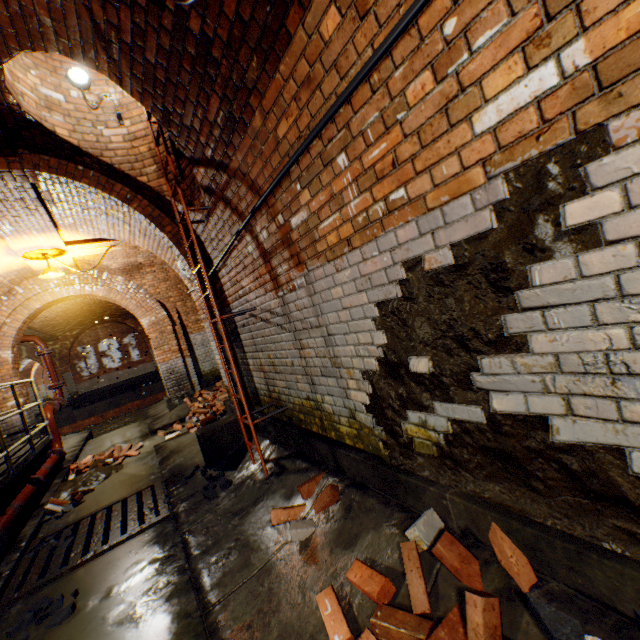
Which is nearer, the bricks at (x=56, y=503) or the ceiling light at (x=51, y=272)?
the bricks at (x=56, y=503)

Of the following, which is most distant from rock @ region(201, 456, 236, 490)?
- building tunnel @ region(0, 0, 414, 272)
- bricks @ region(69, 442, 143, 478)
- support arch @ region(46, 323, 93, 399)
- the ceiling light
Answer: support arch @ region(46, 323, 93, 399)

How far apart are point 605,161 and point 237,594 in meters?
3.2

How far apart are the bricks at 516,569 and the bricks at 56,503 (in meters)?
5.38

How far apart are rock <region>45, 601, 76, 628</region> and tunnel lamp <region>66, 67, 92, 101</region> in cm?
539

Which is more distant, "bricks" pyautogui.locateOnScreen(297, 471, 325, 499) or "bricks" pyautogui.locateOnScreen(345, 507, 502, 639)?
"bricks" pyautogui.locateOnScreen(297, 471, 325, 499)

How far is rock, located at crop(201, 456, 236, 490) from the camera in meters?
3.9 m

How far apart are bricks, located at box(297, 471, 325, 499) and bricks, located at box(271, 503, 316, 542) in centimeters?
9cm
